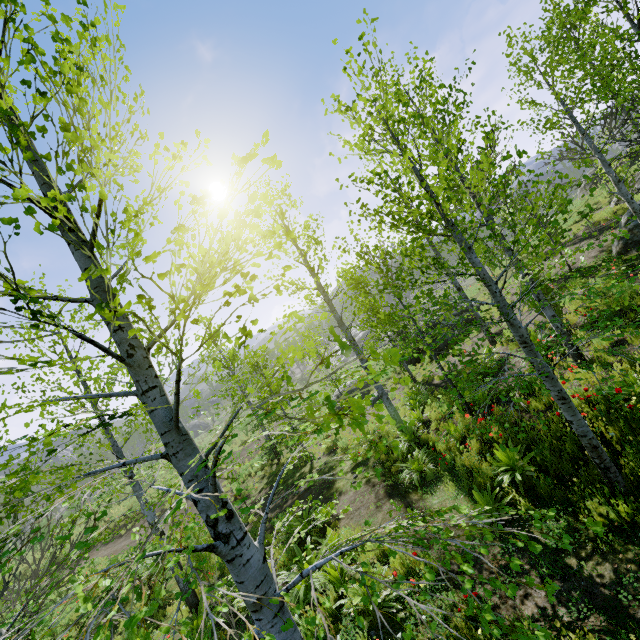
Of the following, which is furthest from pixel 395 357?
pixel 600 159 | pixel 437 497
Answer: pixel 600 159
